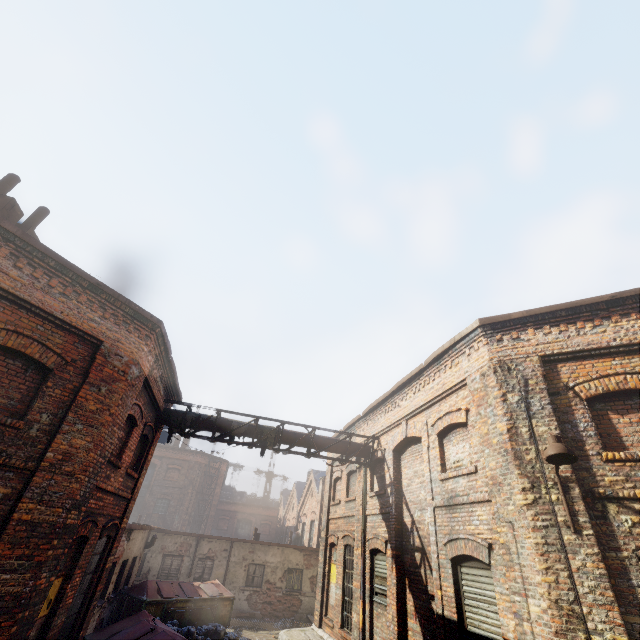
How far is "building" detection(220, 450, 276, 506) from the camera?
48.00m

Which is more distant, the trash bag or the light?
the trash bag

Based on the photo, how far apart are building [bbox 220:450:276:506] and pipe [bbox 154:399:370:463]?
43.2m

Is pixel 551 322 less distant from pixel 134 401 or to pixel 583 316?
pixel 583 316

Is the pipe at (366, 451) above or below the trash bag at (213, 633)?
above

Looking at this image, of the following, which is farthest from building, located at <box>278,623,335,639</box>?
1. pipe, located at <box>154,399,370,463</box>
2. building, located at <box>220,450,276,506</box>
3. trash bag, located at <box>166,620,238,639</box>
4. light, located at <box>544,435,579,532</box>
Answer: building, located at <box>220,450,276,506</box>

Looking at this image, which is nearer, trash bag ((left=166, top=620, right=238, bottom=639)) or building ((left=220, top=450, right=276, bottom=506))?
trash bag ((left=166, top=620, right=238, bottom=639))

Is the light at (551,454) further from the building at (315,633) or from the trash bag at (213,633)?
the trash bag at (213,633)
